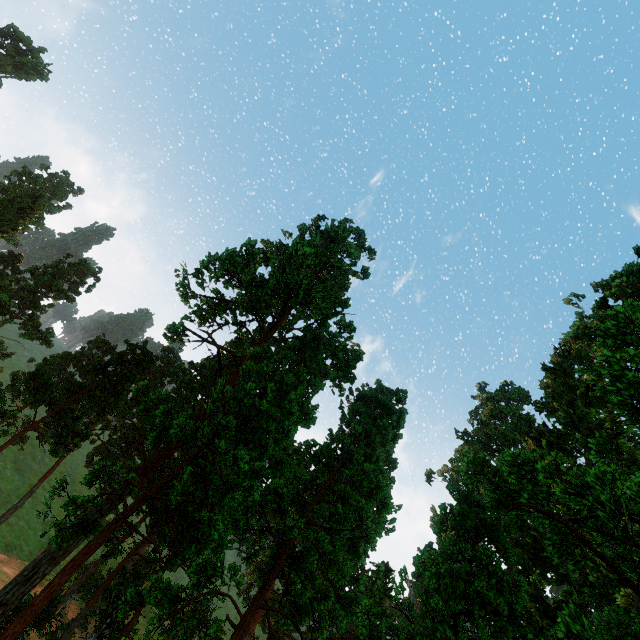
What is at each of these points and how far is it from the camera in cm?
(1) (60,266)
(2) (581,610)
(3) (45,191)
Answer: (1) treerock, 4700
(2) treerock, 2947
(3) treerock, 5916

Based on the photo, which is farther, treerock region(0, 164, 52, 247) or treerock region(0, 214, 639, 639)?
treerock region(0, 164, 52, 247)

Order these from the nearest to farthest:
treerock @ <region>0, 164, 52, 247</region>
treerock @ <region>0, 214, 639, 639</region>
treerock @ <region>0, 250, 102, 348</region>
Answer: treerock @ <region>0, 214, 639, 639</region>, treerock @ <region>0, 250, 102, 348</region>, treerock @ <region>0, 164, 52, 247</region>

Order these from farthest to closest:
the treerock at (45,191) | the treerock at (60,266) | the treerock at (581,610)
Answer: the treerock at (45,191)
the treerock at (60,266)
the treerock at (581,610)

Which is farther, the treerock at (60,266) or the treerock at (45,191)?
the treerock at (45,191)
